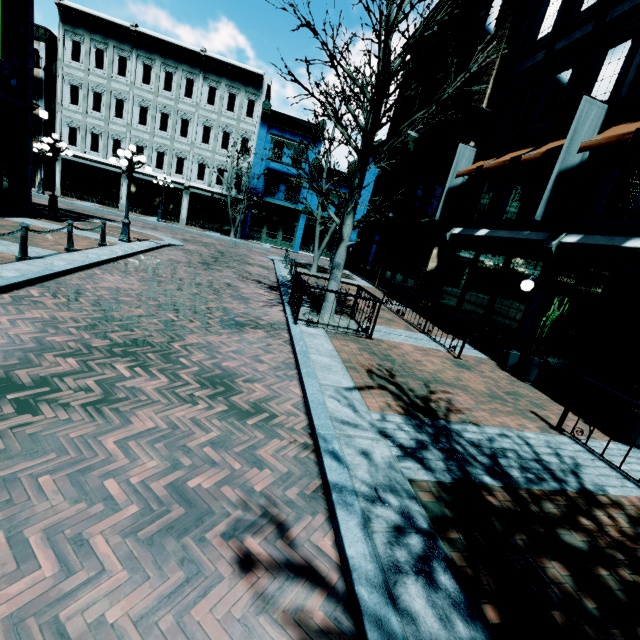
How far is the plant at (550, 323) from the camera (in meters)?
7.40

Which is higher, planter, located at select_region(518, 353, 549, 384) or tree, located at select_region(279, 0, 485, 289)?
tree, located at select_region(279, 0, 485, 289)

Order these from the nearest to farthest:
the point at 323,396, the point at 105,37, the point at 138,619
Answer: the point at 138,619 < the point at 323,396 < the point at 105,37

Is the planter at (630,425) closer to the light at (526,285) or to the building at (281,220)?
the light at (526,285)

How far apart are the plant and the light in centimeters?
Answer: 131cm

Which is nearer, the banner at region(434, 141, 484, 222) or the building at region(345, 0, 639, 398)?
the building at region(345, 0, 639, 398)

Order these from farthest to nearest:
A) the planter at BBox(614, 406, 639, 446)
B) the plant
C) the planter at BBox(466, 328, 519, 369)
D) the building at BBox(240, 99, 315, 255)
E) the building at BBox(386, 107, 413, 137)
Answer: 1. the building at BBox(240, 99, 315, 255)
2. the building at BBox(386, 107, 413, 137)
3. the planter at BBox(466, 328, 519, 369)
4. the plant
5. the planter at BBox(614, 406, 639, 446)

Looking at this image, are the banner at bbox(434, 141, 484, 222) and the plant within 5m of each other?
no
